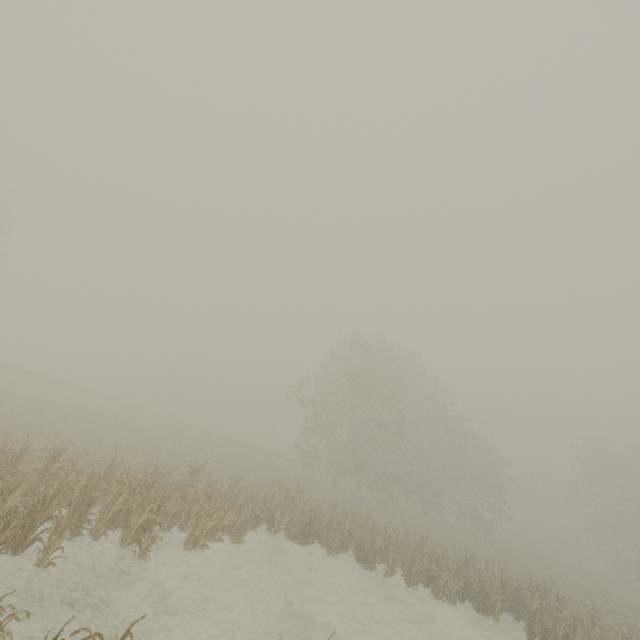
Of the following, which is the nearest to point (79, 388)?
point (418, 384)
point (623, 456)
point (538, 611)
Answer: point (418, 384)
